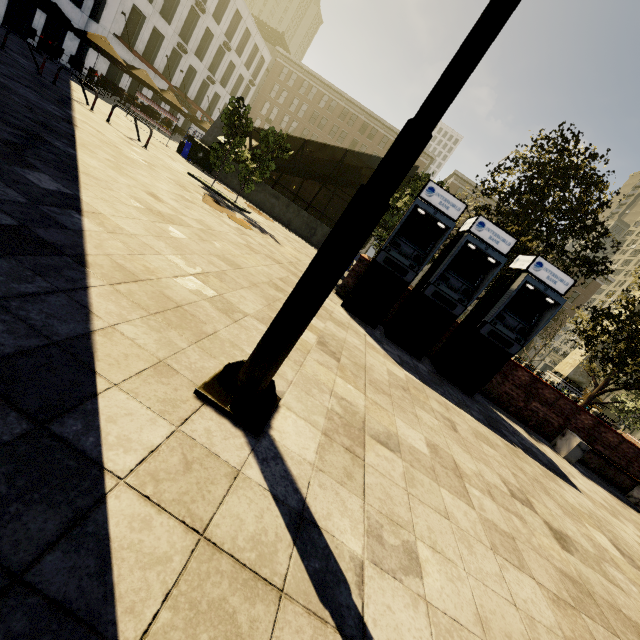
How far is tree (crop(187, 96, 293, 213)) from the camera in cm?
1111

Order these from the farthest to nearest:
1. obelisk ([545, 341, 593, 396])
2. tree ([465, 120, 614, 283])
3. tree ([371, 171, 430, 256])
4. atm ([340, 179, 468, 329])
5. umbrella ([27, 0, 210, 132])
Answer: obelisk ([545, 341, 593, 396]) → umbrella ([27, 0, 210, 132]) → tree ([371, 171, 430, 256]) → tree ([465, 120, 614, 283]) → atm ([340, 179, 468, 329])

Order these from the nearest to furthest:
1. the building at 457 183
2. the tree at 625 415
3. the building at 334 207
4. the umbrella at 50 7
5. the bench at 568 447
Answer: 1. the bench at 568 447
2. the tree at 625 415
3. the umbrella at 50 7
4. the building at 457 183
5. the building at 334 207

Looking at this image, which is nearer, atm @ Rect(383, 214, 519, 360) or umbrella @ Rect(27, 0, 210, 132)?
atm @ Rect(383, 214, 519, 360)

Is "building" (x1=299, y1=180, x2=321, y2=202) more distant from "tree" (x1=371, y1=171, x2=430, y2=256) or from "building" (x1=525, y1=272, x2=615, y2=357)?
"tree" (x1=371, y1=171, x2=430, y2=256)

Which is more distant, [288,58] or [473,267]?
[288,58]

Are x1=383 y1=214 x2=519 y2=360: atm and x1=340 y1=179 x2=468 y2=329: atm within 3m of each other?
yes

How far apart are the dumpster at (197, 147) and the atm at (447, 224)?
12.8 meters
